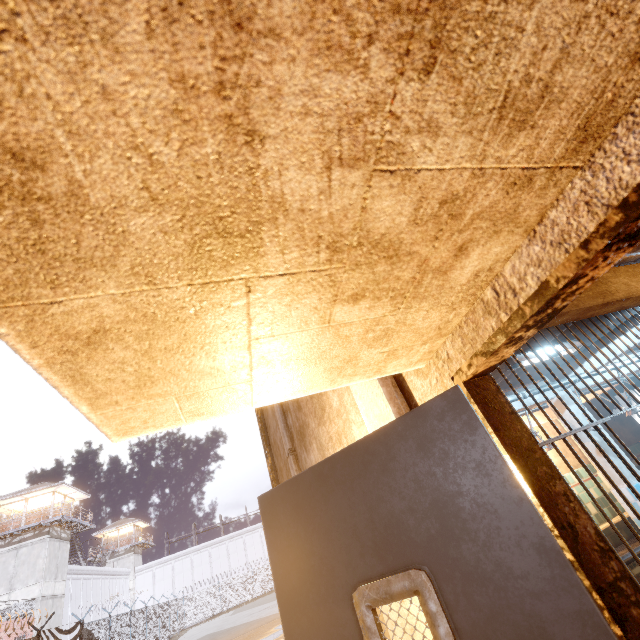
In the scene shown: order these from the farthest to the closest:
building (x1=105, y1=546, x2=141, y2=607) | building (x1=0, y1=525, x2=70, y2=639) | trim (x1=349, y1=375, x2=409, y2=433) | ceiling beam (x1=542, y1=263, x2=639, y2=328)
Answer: building (x1=105, y1=546, x2=141, y2=607) → building (x1=0, y1=525, x2=70, y2=639) → ceiling beam (x1=542, y1=263, x2=639, y2=328) → trim (x1=349, y1=375, x2=409, y2=433)

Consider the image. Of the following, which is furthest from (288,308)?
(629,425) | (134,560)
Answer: (134,560)

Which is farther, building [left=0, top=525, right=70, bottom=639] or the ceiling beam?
building [left=0, top=525, right=70, bottom=639]

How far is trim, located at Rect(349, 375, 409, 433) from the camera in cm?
131

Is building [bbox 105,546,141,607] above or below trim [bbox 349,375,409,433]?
above

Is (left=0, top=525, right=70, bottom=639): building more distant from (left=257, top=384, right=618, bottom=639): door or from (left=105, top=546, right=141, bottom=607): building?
(left=257, top=384, right=618, bottom=639): door

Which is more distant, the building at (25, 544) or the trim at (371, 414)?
the building at (25, 544)

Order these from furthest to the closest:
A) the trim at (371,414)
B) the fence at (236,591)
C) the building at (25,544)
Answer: the building at (25,544)
the fence at (236,591)
the trim at (371,414)
